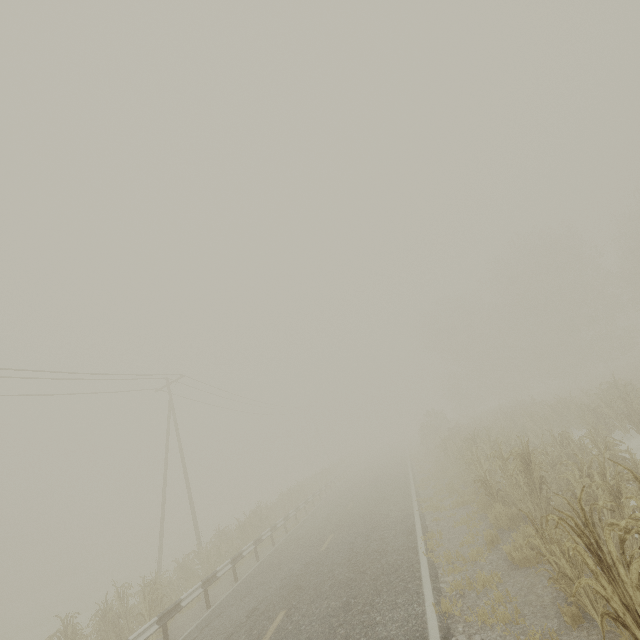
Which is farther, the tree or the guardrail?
the tree

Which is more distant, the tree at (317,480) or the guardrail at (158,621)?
the tree at (317,480)

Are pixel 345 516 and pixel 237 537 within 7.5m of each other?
yes
